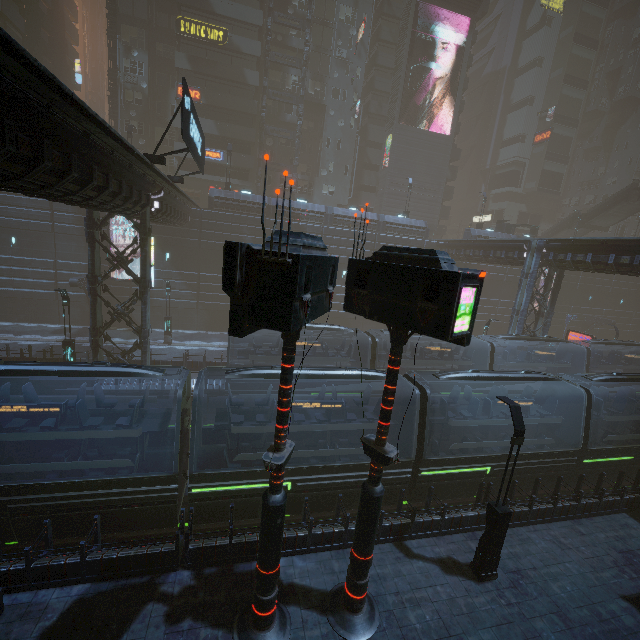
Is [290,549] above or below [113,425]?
below

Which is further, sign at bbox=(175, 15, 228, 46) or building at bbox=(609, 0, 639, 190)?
building at bbox=(609, 0, 639, 190)

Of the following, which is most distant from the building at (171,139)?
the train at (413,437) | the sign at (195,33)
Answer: the train at (413,437)

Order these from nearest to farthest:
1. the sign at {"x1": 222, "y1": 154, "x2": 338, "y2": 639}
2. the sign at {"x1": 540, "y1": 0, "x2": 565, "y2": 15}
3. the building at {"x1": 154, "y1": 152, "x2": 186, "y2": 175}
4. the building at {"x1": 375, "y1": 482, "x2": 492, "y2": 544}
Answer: the sign at {"x1": 222, "y1": 154, "x2": 338, "y2": 639} → the building at {"x1": 375, "y1": 482, "x2": 492, "y2": 544} → the building at {"x1": 154, "y1": 152, "x2": 186, "y2": 175} → the sign at {"x1": 540, "y1": 0, "x2": 565, "y2": 15}

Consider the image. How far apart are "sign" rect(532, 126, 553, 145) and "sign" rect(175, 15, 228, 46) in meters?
53.0 m

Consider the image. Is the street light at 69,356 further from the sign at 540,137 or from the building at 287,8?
the sign at 540,137

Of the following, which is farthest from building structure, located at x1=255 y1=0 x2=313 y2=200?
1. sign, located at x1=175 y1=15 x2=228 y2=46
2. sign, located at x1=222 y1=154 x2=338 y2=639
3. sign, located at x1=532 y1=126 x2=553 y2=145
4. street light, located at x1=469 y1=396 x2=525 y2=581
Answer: sign, located at x1=532 y1=126 x2=553 y2=145

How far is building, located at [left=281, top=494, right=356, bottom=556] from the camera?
9.92m
